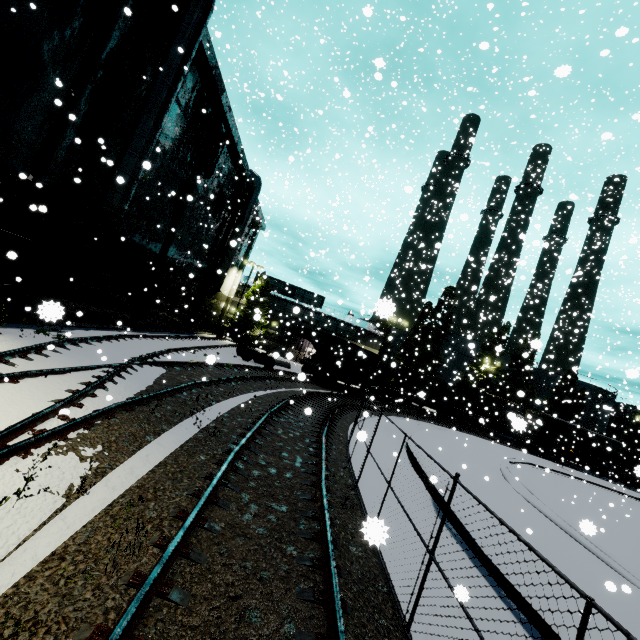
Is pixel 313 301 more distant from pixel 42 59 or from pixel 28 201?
pixel 42 59

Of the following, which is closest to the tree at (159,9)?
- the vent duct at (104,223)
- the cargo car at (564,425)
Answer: the vent duct at (104,223)

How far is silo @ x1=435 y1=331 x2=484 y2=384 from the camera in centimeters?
5094cm

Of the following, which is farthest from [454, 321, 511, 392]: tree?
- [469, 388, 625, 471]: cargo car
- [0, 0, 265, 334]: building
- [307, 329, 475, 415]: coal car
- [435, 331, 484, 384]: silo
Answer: [0, 0, 265, 334]: building

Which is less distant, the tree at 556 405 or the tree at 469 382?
the tree at 469 382

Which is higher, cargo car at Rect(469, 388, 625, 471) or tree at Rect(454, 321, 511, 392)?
tree at Rect(454, 321, 511, 392)

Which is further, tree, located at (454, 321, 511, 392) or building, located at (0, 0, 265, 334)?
tree, located at (454, 321, 511, 392)

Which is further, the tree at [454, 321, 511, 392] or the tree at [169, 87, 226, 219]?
the tree at [454, 321, 511, 392]
